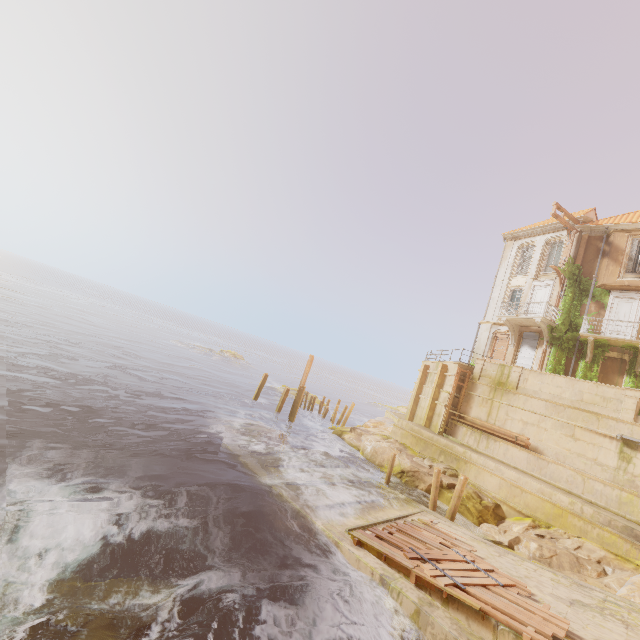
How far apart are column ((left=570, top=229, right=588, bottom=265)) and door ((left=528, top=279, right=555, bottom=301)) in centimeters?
50cm

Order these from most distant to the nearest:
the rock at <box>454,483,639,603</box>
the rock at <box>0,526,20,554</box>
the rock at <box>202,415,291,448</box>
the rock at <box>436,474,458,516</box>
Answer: the rock at <box>202,415,291,448</box>, the rock at <box>436,474,458,516</box>, the rock at <box>454,483,639,603</box>, the rock at <box>0,526,20,554</box>

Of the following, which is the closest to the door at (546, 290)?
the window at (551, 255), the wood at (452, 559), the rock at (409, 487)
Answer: the window at (551, 255)

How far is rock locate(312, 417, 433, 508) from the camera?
17.56m

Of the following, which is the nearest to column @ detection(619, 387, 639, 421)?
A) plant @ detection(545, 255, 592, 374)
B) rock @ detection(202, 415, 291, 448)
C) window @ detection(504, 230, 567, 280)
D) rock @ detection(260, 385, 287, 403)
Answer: plant @ detection(545, 255, 592, 374)

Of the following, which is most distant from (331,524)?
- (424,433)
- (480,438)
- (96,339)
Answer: (96,339)

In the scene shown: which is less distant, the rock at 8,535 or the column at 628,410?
the rock at 8,535

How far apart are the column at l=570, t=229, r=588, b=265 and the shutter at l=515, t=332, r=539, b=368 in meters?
4.5 m
